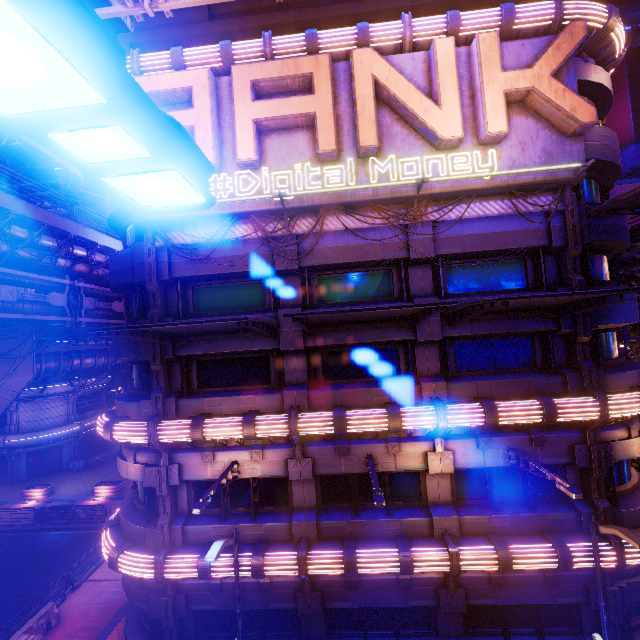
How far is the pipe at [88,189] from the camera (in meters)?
19.16

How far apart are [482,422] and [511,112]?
10.4m

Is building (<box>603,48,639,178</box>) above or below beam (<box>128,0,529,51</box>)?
above

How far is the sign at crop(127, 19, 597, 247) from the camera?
10.18m

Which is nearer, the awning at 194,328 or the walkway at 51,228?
the awning at 194,328

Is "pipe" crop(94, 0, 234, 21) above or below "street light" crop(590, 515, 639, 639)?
above

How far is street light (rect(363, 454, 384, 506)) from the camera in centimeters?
841cm

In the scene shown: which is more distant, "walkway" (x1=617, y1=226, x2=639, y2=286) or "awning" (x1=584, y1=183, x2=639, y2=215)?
"walkway" (x1=617, y1=226, x2=639, y2=286)
